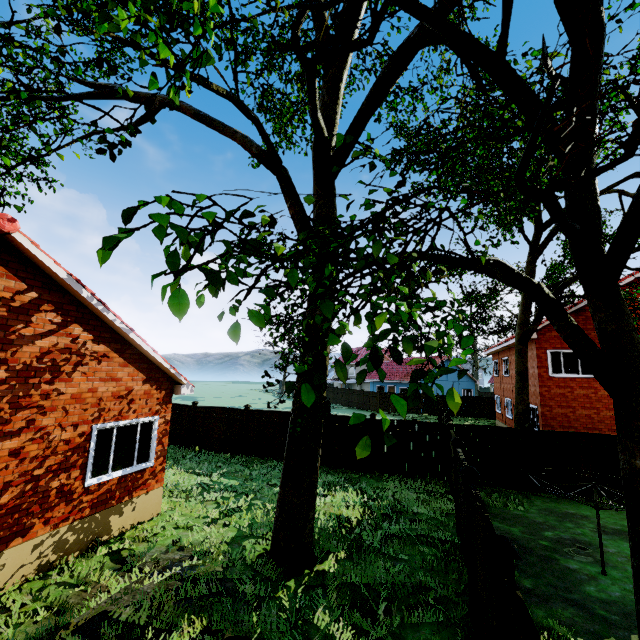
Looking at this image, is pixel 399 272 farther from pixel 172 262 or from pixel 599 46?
pixel 599 46

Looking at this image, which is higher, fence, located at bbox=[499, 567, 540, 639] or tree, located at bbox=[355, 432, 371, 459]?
tree, located at bbox=[355, 432, 371, 459]

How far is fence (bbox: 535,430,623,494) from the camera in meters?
11.6 m

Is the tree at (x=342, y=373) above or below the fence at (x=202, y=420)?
above

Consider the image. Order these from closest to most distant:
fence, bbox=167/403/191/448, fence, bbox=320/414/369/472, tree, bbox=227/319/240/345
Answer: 1. tree, bbox=227/319/240/345
2. fence, bbox=320/414/369/472
3. fence, bbox=167/403/191/448

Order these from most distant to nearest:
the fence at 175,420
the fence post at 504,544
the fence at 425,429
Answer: the fence at 175,420 < the fence at 425,429 < the fence post at 504,544
